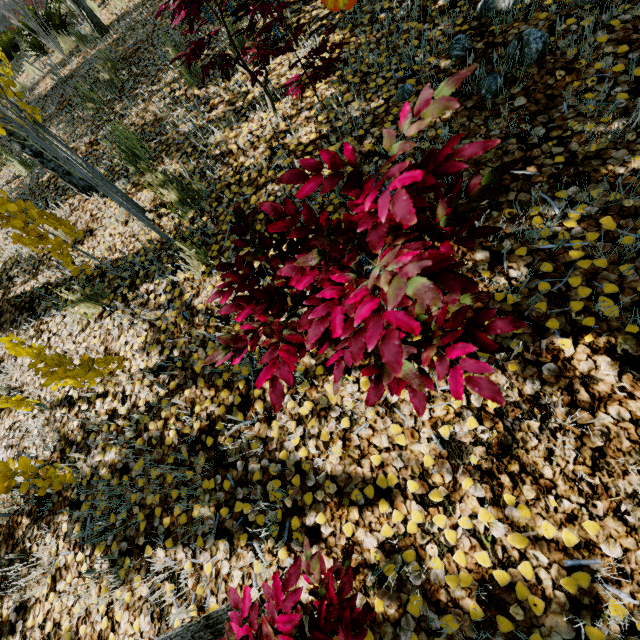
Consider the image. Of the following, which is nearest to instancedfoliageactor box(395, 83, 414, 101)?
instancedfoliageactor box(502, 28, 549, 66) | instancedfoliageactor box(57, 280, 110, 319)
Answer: instancedfoliageactor box(57, 280, 110, 319)

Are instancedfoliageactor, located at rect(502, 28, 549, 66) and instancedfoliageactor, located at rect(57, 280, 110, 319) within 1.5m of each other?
no

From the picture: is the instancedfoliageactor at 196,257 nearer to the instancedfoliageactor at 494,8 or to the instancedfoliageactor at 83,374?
the instancedfoliageactor at 83,374

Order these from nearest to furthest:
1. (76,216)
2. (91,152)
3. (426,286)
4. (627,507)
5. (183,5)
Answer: (426,286), (627,507), (183,5), (76,216), (91,152)

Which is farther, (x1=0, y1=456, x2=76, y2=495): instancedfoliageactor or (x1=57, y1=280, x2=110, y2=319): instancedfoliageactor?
(x1=57, y1=280, x2=110, y2=319): instancedfoliageactor

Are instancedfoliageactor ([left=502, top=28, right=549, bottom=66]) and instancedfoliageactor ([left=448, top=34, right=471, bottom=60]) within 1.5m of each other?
yes

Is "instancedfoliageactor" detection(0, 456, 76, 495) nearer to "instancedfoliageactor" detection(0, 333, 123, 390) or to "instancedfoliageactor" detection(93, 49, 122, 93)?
"instancedfoliageactor" detection(0, 333, 123, 390)

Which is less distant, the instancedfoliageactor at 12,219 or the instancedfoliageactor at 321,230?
the instancedfoliageactor at 321,230
